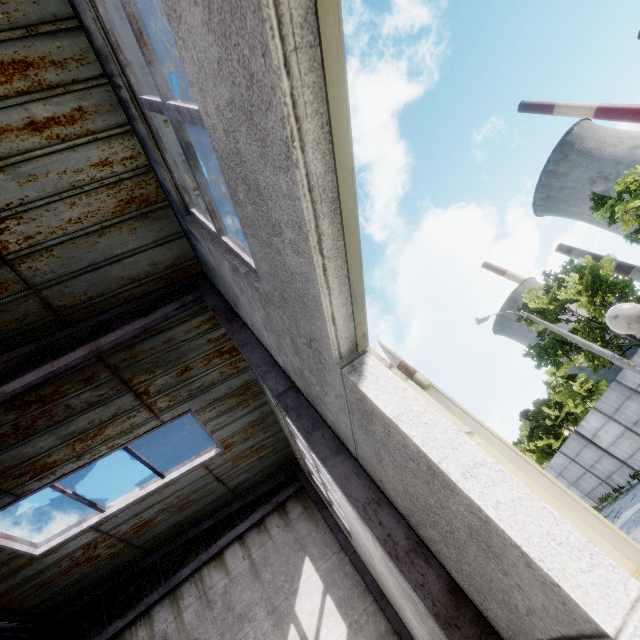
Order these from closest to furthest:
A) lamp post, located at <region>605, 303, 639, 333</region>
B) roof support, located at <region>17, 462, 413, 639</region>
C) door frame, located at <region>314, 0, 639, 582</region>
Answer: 1. door frame, located at <region>314, 0, 639, 582</region>
2. lamp post, located at <region>605, 303, 639, 333</region>
3. roof support, located at <region>17, 462, 413, 639</region>

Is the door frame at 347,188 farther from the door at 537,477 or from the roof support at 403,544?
the roof support at 403,544

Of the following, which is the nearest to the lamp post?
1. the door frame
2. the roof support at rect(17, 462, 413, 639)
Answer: the door frame

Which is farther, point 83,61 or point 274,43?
point 83,61

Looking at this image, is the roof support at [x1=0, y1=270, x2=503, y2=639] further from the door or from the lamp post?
the lamp post

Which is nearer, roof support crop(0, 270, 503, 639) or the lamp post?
roof support crop(0, 270, 503, 639)

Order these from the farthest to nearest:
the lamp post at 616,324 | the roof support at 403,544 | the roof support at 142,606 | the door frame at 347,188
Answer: the roof support at 142,606 < the lamp post at 616,324 < the roof support at 403,544 < the door frame at 347,188

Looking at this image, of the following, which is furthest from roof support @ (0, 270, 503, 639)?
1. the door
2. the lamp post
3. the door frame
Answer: the lamp post
